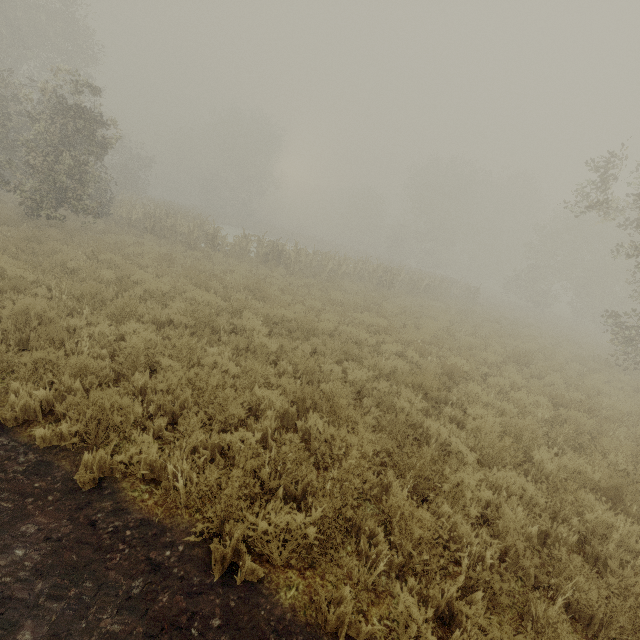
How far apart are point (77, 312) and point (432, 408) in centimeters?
745cm
